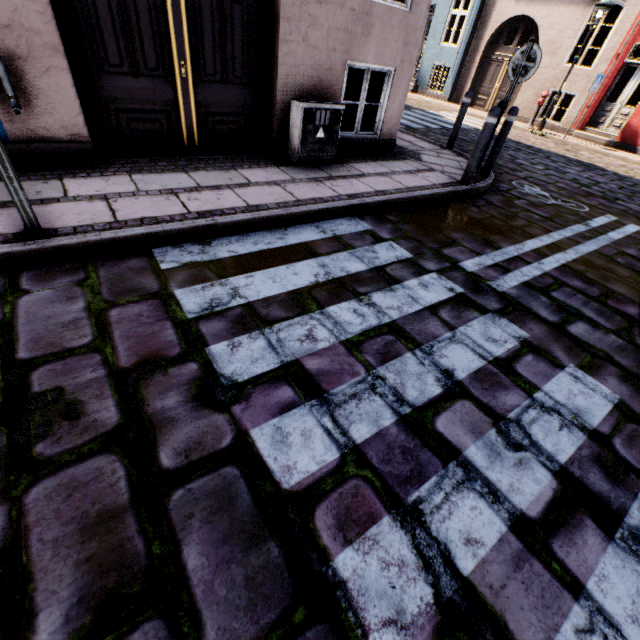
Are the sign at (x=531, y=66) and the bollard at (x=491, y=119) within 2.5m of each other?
yes

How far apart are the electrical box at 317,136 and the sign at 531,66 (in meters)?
3.21

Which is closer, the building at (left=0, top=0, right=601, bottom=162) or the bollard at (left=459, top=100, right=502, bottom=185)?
the building at (left=0, top=0, right=601, bottom=162)

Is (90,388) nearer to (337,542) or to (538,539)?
(337,542)

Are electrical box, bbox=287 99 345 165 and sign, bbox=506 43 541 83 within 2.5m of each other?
no

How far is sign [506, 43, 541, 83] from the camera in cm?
521

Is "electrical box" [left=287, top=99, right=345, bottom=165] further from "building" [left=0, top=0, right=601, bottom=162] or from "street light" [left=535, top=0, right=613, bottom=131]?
"street light" [left=535, top=0, right=613, bottom=131]

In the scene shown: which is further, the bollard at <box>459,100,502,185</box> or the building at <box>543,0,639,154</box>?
the building at <box>543,0,639,154</box>
